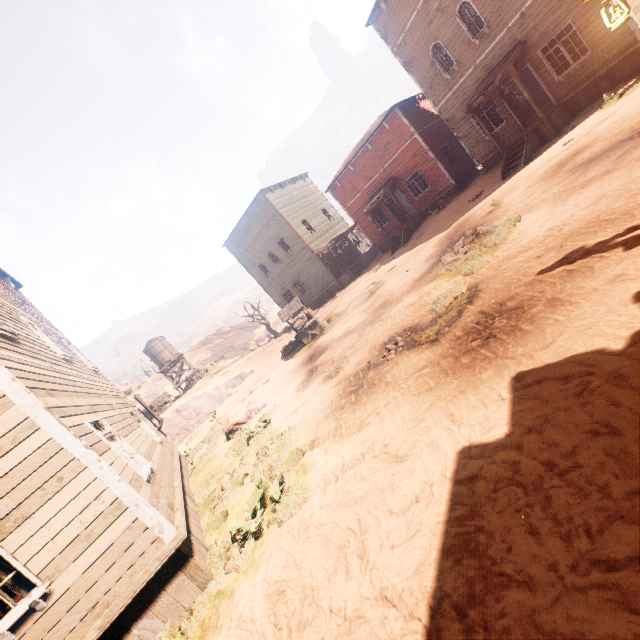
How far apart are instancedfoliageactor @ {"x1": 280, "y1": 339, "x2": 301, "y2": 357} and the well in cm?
82

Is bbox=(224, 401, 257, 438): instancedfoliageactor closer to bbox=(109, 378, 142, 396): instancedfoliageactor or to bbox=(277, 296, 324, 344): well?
bbox=(277, 296, 324, 344): well

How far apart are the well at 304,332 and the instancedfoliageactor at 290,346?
0.82m

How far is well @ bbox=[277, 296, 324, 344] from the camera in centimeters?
1752cm

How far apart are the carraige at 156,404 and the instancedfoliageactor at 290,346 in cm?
1812

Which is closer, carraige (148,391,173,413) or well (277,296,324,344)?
well (277,296,324,344)

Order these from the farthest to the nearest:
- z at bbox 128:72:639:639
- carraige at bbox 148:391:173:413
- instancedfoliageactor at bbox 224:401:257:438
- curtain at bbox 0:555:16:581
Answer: carraige at bbox 148:391:173:413 < instancedfoliageactor at bbox 224:401:257:438 < curtain at bbox 0:555:16:581 < z at bbox 128:72:639:639

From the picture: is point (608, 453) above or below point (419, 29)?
below
